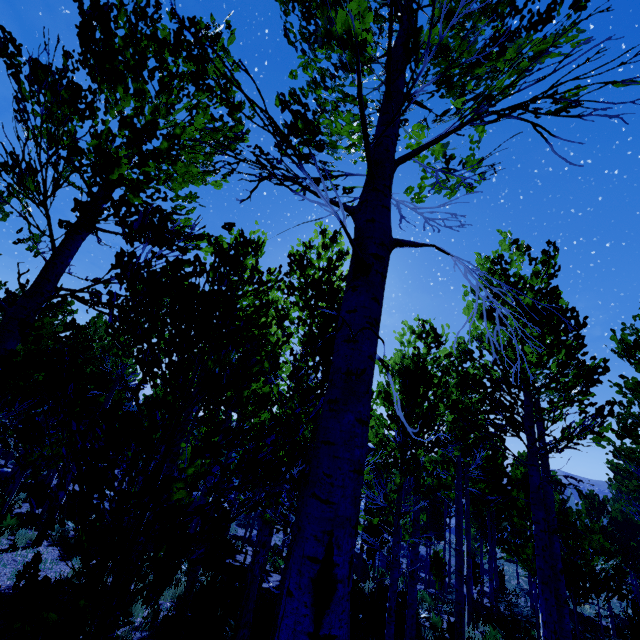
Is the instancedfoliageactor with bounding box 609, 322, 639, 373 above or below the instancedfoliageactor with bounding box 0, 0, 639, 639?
above

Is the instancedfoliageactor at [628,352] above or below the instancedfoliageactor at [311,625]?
above

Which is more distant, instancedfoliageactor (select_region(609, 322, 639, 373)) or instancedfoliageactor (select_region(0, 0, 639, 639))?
instancedfoliageactor (select_region(609, 322, 639, 373))

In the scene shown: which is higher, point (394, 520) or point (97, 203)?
point (97, 203)

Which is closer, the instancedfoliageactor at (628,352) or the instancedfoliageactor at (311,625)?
the instancedfoliageactor at (311,625)
